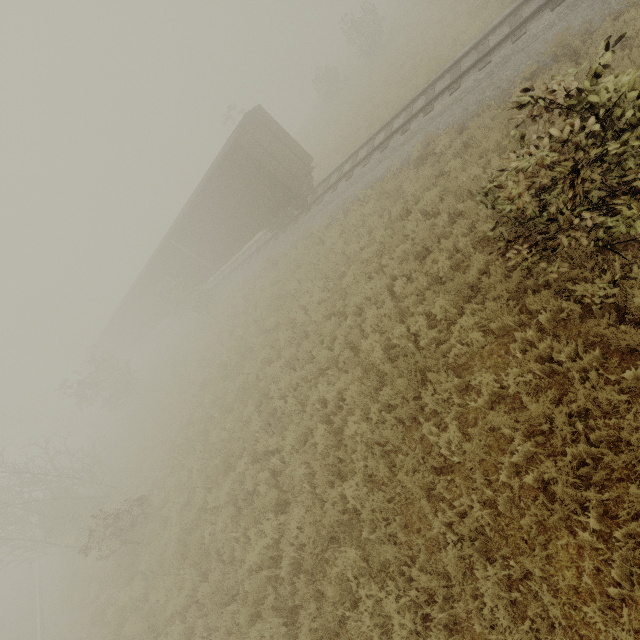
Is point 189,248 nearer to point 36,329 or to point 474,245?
point 474,245

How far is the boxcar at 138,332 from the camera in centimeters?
1514cm

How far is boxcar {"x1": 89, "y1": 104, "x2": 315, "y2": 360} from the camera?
15.1 meters
